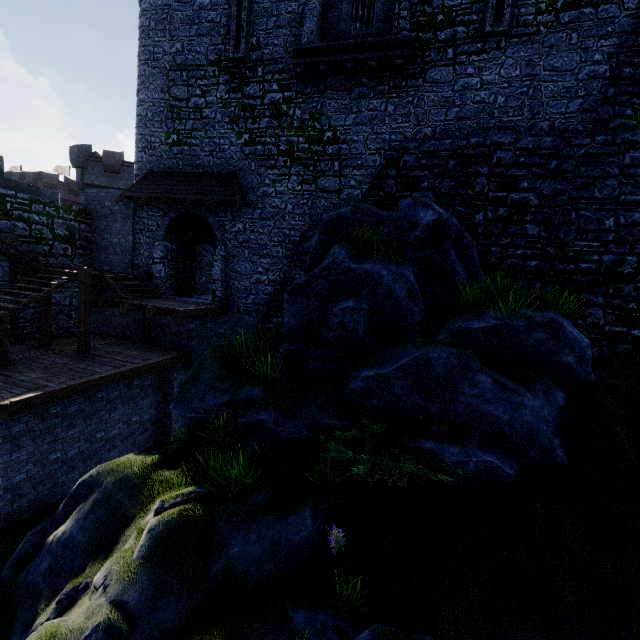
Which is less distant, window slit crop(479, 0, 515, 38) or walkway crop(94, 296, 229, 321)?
window slit crop(479, 0, 515, 38)

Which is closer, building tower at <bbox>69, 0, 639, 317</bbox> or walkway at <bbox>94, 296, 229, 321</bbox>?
building tower at <bbox>69, 0, 639, 317</bbox>

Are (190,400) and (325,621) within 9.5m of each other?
yes

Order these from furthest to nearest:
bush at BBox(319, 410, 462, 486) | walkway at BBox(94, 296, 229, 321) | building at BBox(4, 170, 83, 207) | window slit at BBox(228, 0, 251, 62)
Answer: building at BBox(4, 170, 83, 207), window slit at BBox(228, 0, 251, 62), walkway at BBox(94, 296, 229, 321), bush at BBox(319, 410, 462, 486)

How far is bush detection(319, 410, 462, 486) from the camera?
5.91m

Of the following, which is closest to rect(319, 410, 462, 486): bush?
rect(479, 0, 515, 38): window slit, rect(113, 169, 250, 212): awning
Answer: rect(113, 169, 250, 212): awning

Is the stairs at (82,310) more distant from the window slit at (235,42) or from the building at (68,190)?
the building at (68,190)

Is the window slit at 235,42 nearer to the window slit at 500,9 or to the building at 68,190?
the window slit at 500,9
